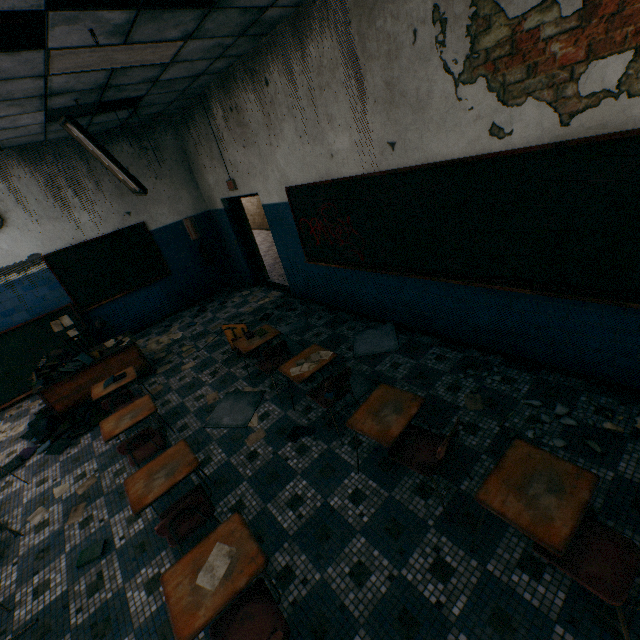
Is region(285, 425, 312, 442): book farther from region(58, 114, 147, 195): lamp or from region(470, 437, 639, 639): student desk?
region(58, 114, 147, 195): lamp

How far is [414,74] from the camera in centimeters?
298cm

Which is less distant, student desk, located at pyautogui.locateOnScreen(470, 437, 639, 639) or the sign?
student desk, located at pyautogui.locateOnScreen(470, 437, 639, 639)

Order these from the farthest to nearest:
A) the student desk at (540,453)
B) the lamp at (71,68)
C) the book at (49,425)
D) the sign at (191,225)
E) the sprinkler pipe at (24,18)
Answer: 1. the sign at (191,225)
2. the book at (49,425)
3. the lamp at (71,68)
4. the sprinkler pipe at (24,18)
5. the student desk at (540,453)

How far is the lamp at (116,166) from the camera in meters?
4.6 m

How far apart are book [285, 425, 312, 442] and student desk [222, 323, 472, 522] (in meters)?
0.38

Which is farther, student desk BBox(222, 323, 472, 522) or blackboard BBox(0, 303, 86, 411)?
blackboard BBox(0, 303, 86, 411)

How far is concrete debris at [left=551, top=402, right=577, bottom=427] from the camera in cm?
283
